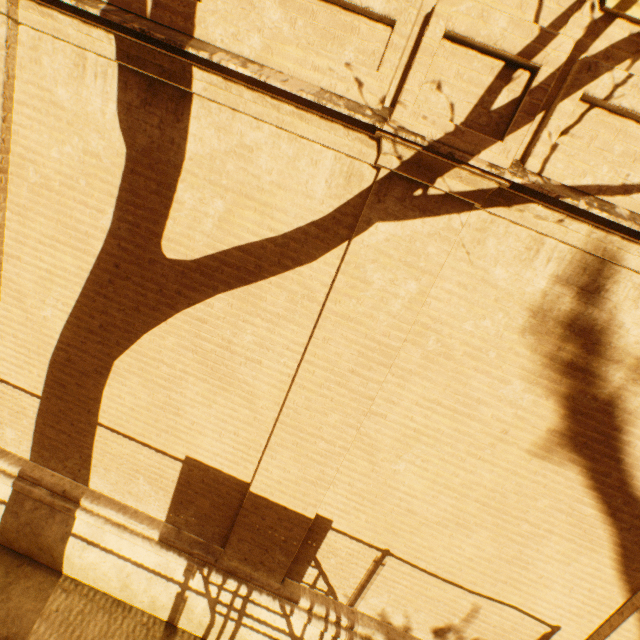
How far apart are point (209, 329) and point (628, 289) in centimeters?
358cm
